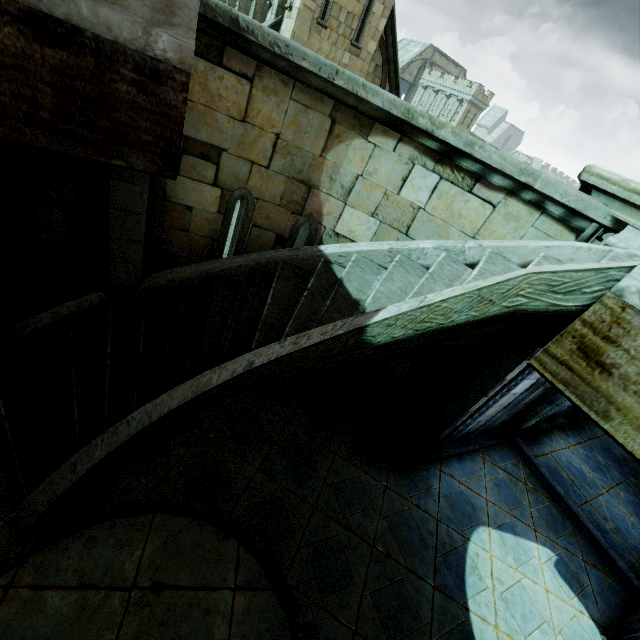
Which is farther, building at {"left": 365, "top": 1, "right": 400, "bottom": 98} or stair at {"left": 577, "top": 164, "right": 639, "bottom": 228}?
building at {"left": 365, "top": 1, "right": 400, "bottom": 98}

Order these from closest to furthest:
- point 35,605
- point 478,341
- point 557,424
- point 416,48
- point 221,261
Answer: point 478,341 → point 35,605 → point 221,261 → point 557,424 → point 416,48

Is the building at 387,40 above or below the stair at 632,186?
above

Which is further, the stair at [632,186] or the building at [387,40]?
the building at [387,40]

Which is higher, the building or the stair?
the building
